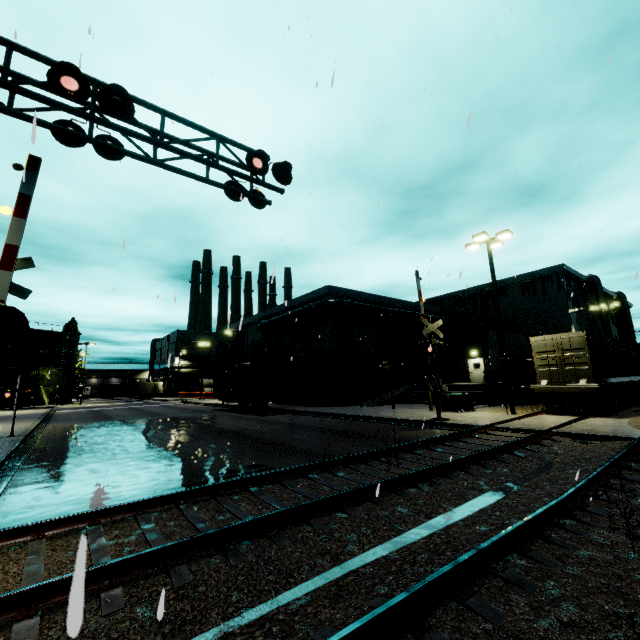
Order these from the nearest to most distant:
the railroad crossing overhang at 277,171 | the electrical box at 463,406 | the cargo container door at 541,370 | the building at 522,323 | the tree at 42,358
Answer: the railroad crossing overhang at 277,171 → the cargo container door at 541,370 → the electrical box at 463,406 → the building at 522,323 → the tree at 42,358

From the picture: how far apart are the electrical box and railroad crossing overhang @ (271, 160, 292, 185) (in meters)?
15.61

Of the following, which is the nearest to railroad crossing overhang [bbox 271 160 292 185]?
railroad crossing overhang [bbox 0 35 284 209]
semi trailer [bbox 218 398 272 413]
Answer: railroad crossing overhang [bbox 0 35 284 209]

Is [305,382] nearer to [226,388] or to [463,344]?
[226,388]

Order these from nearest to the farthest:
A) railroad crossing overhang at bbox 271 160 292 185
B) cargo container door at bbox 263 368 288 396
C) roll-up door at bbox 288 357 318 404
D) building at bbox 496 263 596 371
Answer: railroad crossing overhang at bbox 271 160 292 185 < cargo container door at bbox 263 368 288 396 < roll-up door at bbox 288 357 318 404 < building at bbox 496 263 596 371

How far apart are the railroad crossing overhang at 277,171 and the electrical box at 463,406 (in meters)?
15.61

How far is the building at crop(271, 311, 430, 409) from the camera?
28.2 meters
